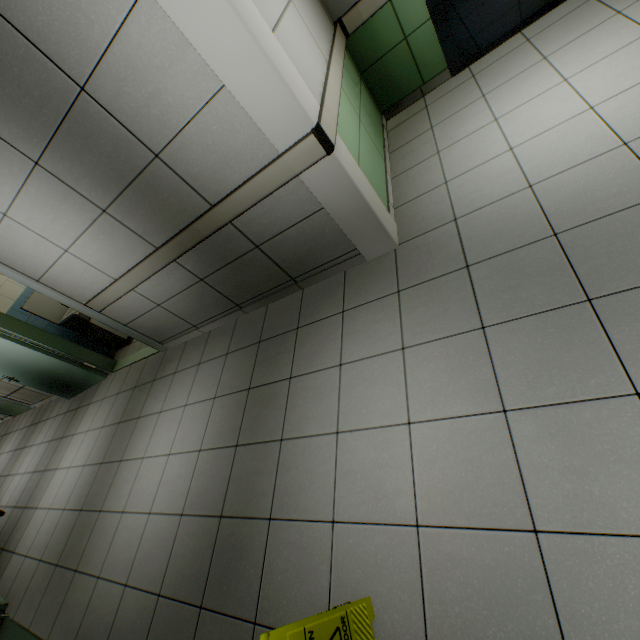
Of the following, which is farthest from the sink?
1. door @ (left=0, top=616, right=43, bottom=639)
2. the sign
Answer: the sign

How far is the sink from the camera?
5.09m

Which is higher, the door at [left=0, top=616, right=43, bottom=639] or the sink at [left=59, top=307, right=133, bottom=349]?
the sink at [left=59, top=307, right=133, bottom=349]

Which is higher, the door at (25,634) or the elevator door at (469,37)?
the elevator door at (469,37)

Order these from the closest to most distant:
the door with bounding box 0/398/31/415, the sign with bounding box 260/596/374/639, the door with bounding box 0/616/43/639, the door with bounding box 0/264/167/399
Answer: the sign with bounding box 260/596/374/639
the door with bounding box 0/616/43/639
the door with bounding box 0/264/167/399
the door with bounding box 0/398/31/415

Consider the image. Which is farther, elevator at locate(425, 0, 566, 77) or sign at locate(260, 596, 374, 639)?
elevator at locate(425, 0, 566, 77)

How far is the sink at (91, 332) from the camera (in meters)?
5.09

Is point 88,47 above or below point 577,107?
above
